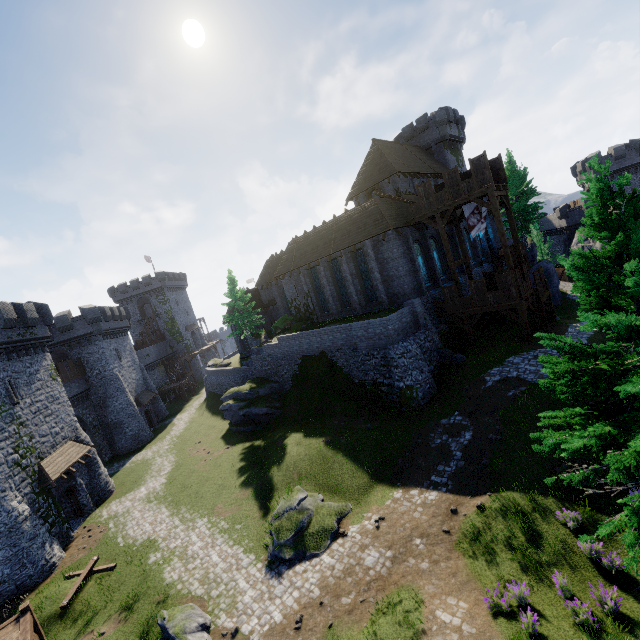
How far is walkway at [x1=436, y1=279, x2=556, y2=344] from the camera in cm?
2227

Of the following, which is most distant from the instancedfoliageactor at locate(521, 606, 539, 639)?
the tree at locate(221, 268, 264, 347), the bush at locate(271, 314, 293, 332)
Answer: the bush at locate(271, 314, 293, 332)

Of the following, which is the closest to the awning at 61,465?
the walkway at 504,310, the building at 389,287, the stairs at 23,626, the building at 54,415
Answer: the building at 54,415

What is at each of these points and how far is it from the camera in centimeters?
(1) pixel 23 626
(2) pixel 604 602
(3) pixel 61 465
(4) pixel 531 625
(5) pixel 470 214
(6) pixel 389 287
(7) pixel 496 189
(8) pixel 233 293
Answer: (1) stairs, 1098cm
(2) instancedfoliageactor, 872cm
(3) awning, 2289cm
(4) instancedfoliageactor, 856cm
(5) flag, 2475cm
(6) building, 2662cm
(7) walkway, 2227cm
(8) tree, 3584cm

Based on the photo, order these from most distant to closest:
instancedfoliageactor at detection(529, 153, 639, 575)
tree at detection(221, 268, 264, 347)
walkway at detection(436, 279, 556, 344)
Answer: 1. tree at detection(221, 268, 264, 347)
2. walkway at detection(436, 279, 556, 344)
3. instancedfoliageactor at detection(529, 153, 639, 575)

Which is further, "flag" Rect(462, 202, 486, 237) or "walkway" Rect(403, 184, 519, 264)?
"flag" Rect(462, 202, 486, 237)

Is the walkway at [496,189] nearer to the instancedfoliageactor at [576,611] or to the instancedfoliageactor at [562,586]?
the instancedfoliageactor at [576,611]

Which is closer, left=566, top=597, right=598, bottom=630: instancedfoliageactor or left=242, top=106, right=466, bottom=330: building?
left=566, top=597, right=598, bottom=630: instancedfoliageactor
